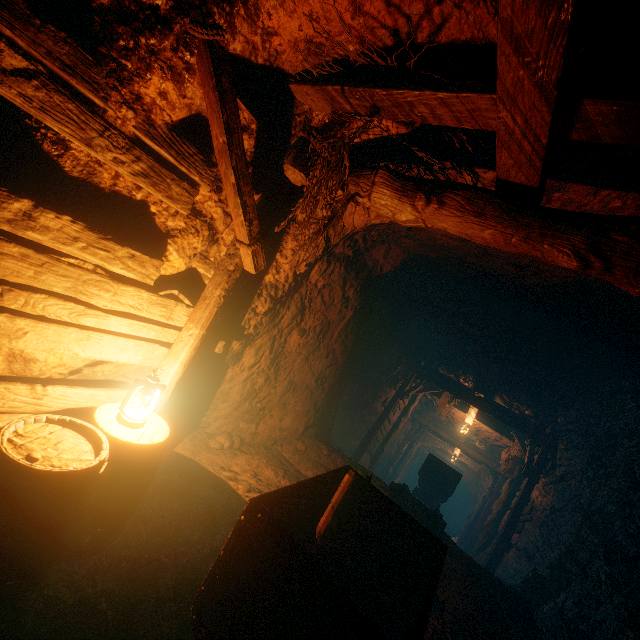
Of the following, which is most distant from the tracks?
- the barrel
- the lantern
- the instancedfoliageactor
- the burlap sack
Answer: the instancedfoliageactor

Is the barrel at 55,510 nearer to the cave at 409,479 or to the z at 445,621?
the z at 445,621

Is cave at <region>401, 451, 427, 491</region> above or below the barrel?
below

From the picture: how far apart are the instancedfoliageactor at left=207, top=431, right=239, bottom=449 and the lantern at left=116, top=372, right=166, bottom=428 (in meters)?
2.36

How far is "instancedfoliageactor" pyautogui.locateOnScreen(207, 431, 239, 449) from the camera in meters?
5.0 m

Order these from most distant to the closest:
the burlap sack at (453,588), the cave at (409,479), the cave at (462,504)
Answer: the cave at (409,479) < the cave at (462,504) < the burlap sack at (453,588)

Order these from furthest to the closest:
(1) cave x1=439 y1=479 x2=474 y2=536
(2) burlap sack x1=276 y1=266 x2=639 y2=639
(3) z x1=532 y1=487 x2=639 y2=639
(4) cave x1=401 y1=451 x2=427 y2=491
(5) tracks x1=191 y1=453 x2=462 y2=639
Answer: (4) cave x1=401 y1=451 x2=427 y2=491 < (1) cave x1=439 y1=479 x2=474 y2=536 < (2) burlap sack x1=276 y1=266 x2=639 y2=639 < (3) z x1=532 y1=487 x2=639 y2=639 < (5) tracks x1=191 y1=453 x2=462 y2=639

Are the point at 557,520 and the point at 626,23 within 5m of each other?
no
